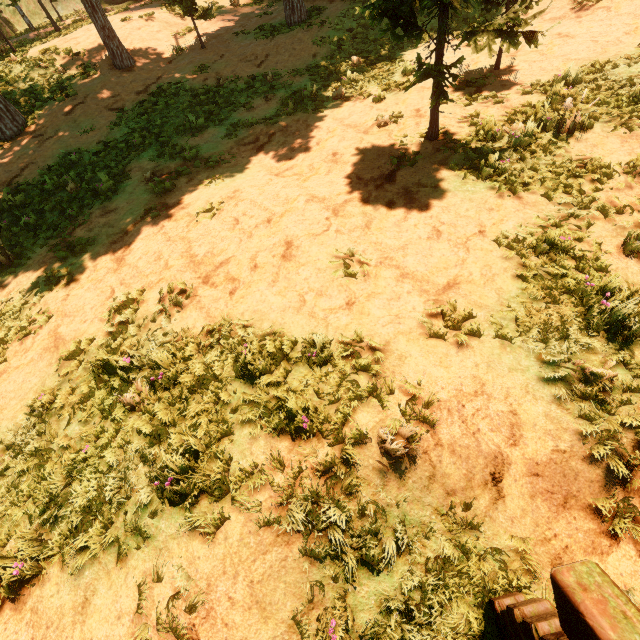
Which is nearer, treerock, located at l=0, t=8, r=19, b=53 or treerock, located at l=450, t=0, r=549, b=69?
treerock, located at l=450, t=0, r=549, b=69

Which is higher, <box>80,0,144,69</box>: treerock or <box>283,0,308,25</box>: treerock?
<box>80,0,144,69</box>: treerock

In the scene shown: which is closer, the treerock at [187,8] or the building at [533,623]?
the building at [533,623]

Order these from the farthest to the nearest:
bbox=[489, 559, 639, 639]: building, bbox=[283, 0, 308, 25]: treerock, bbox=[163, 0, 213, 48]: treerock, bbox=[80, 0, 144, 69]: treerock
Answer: bbox=[283, 0, 308, 25]: treerock < bbox=[163, 0, 213, 48]: treerock < bbox=[80, 0, 144, 69]: treerock < bbox=[489, 559, 639, 639]: building

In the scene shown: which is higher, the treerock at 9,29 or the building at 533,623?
the treerock at 9,29

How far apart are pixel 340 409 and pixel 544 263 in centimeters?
Answer: 420cm

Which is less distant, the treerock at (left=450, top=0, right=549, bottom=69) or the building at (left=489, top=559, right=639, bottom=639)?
the building at (left=489, top=559, right=639, bottom=639)
